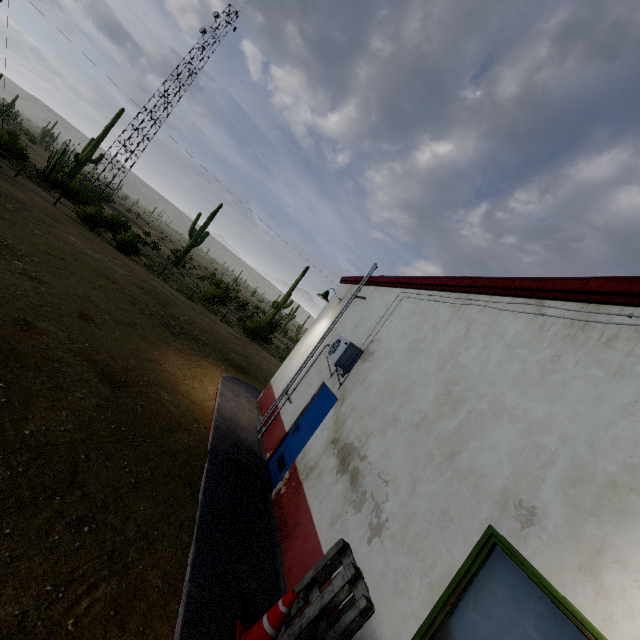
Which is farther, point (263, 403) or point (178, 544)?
point (263, 403)

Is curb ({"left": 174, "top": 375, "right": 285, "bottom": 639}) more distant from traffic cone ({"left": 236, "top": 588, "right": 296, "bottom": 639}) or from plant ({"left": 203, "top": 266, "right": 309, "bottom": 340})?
plant ({"left": 203, "top": 266, "right": 309, "bottom": 340})

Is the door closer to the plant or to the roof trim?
the roof trim

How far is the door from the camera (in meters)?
6.32

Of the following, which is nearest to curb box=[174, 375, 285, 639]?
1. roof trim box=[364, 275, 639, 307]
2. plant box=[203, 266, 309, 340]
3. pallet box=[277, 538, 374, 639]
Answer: pallet box=[277, 538, 374, 639]

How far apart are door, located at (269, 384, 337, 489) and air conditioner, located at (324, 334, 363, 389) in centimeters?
24cm

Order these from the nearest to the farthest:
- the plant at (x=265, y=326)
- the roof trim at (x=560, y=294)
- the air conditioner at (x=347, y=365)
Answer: the roof trim at (x=560, y=294), the air conditioner at (x=347, y=365), the plant at (x=265, y=326)

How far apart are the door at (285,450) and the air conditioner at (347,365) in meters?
0.2
